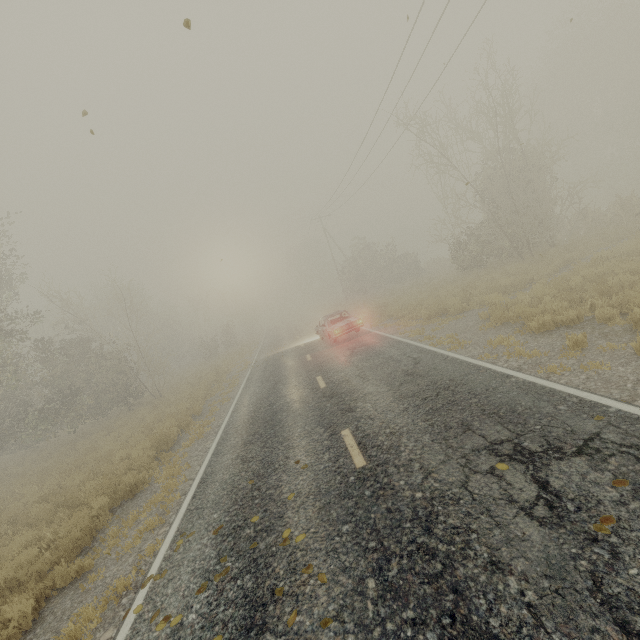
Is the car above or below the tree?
below

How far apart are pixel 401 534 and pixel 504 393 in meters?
3.5

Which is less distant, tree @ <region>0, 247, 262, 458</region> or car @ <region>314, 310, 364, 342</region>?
car @ <region>314, 310, 364, 342</region>

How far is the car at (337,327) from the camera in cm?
1602

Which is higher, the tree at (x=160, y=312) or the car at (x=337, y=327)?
the tree at (x=160, y=312)

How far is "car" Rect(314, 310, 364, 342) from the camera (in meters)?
16.02
